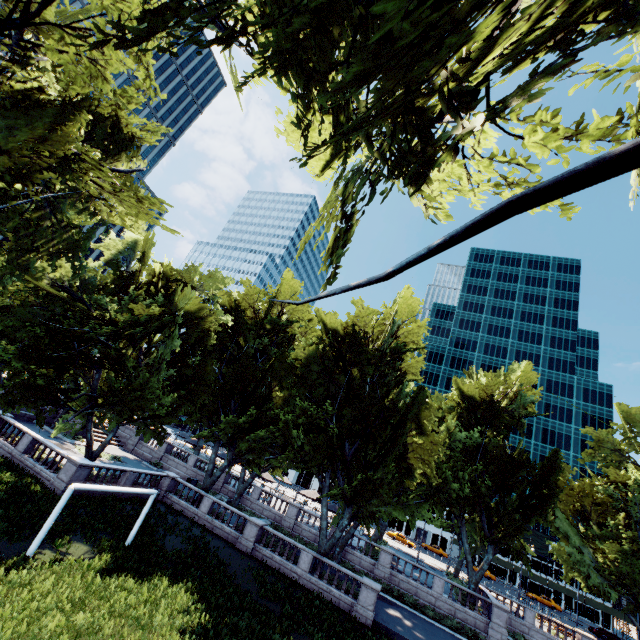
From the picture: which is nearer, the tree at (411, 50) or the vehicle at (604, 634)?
the tree at (411, 50)

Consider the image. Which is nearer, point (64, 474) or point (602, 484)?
point (64, 474)

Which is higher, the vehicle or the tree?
the tree

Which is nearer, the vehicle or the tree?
the tree

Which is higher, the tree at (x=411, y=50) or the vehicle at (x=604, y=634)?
the tree at (x=411, y=50)
